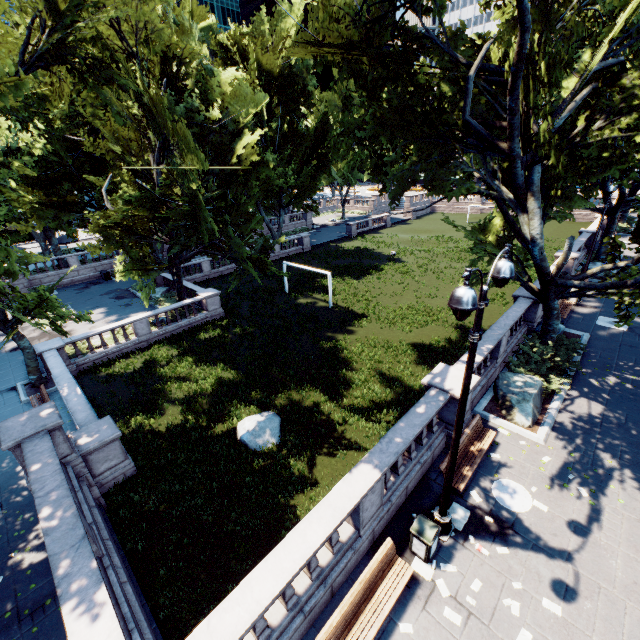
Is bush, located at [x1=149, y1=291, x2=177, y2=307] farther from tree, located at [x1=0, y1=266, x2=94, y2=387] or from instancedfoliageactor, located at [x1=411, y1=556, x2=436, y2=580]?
instancedfoliageactor, located at [x1=411, y1=556, x2=436, y2=580]

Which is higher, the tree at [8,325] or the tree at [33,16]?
the tree at [33,16]

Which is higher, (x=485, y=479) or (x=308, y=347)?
(x=485, y=479)

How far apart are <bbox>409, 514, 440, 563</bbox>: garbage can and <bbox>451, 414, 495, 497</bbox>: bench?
1.6m

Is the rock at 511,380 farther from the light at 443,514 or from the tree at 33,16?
the light at 443,514

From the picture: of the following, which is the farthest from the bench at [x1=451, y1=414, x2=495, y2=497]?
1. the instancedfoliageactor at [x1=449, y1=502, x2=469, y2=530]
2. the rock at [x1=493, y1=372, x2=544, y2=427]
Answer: the rock at [x1=493, y1=372, x2=544, y2=427]

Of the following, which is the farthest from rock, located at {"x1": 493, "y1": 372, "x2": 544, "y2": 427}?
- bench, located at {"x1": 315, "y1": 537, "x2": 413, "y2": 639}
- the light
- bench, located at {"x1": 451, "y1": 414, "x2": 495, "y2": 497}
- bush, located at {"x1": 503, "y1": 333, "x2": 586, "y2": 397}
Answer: bench, located at {"x1": 315, "y1": 537, "x2": 413, "y2": 639}

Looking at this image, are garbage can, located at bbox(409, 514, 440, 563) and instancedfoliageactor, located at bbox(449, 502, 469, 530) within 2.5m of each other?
yes
